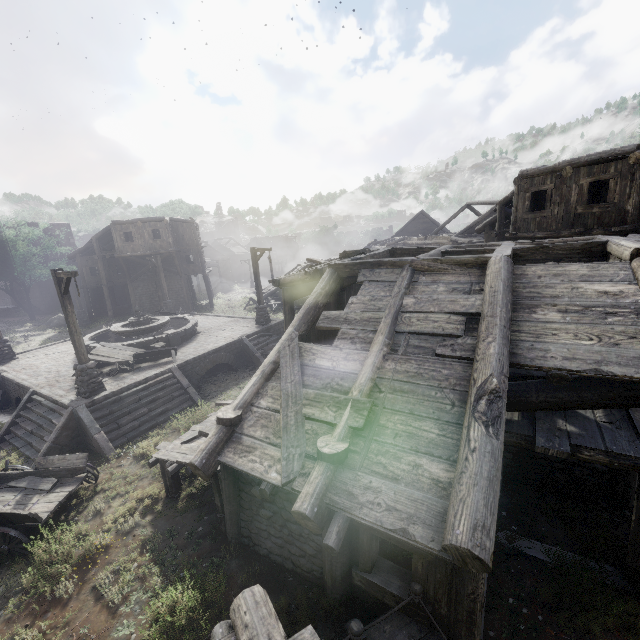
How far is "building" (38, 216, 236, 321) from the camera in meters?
29.9

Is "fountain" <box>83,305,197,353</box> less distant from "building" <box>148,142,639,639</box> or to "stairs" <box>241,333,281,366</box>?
"stairs" <box>241,333,281,366</box>

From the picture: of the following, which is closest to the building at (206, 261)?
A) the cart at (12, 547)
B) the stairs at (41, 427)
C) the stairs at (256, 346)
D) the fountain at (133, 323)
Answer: the cart at (12, 547)

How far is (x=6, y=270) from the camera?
32.88m

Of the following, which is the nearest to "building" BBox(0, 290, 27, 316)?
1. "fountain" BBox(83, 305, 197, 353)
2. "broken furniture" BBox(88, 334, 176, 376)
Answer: "broken furniture" BBox(88, 334, 176, 376)

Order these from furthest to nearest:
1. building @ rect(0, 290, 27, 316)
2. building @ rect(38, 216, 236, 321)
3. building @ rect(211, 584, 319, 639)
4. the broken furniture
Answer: building @ rect(0, 290, 27, 316) < building @ rect(38, 216, 236, 321) < the broken furniture < building @ rect(211, 584, 319, 639)

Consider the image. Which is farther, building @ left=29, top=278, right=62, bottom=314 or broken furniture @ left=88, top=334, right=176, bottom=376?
building @ left=29, top=278, right=62, bottom=314

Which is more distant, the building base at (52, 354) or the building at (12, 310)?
the building at (12, 310)
